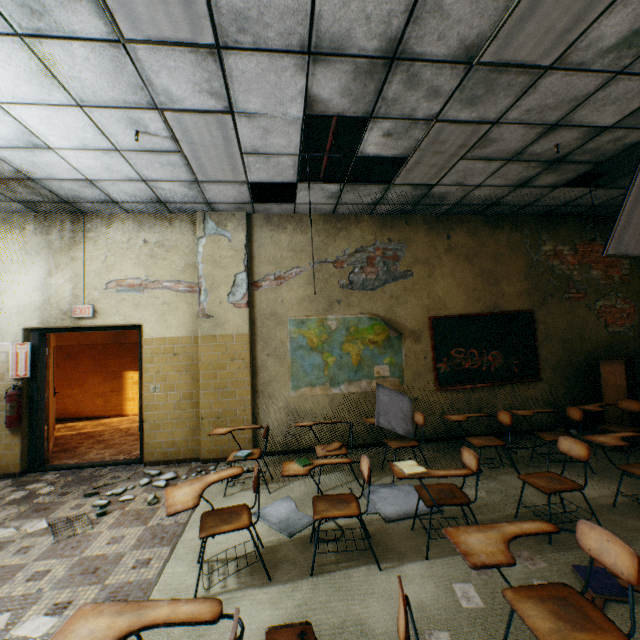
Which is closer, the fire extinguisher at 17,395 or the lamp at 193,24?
the lamp at 193,24

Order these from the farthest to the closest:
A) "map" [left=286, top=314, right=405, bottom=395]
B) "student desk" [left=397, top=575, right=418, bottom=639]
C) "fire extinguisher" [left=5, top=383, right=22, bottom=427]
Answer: "map" [left=286, top=314, right=405, bottom=395]
"fire extinguisher" [left=5, top=383, right=22, bottom=427]
"student desk" [left=397, top=575, right=418, bottom=639]

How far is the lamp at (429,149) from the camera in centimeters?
337cm

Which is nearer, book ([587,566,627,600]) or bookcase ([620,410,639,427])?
book ([587,566,627,600])

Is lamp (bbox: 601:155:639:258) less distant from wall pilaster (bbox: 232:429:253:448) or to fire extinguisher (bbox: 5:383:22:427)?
wall pilaster (bbox: 232:429:253:448)

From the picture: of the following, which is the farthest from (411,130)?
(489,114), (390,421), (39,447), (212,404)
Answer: (39,447)

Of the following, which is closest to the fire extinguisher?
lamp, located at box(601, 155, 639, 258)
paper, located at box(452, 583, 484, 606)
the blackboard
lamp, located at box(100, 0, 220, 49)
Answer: lamp, located at box(100, 0, 220, 49)

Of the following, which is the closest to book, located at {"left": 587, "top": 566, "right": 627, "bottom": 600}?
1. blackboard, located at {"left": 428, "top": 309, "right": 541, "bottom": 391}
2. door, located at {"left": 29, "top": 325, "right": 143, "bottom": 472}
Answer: blackboard, located at {"left": 428, "top": 309, "right": 541, "bottom": 391}
